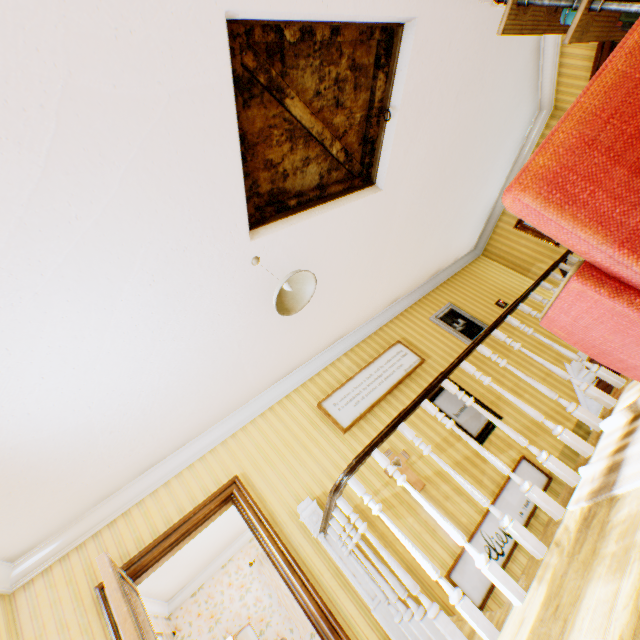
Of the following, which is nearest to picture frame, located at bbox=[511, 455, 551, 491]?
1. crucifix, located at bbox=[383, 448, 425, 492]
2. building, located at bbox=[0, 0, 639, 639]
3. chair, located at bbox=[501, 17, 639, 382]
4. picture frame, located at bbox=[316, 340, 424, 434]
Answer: building, located at bbox=[0, 0, 639, 639]

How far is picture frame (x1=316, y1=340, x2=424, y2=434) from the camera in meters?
4.7 m

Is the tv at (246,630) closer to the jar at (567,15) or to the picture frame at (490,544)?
the picture frame at (490,544)

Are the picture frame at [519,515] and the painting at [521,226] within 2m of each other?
no

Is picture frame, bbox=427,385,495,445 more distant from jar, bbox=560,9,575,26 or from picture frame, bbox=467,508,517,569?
jar, bbox=560,9,575,26

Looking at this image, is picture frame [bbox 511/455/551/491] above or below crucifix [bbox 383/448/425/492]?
below

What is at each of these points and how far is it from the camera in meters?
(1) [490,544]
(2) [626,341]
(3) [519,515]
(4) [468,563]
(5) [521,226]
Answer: (1) picture frame, 3.8 m
(2) chair, 1.2 m
(3) picture frame, 4.0 m
(4) picture frame, 3.6 m
(5) painting, 7.1 m

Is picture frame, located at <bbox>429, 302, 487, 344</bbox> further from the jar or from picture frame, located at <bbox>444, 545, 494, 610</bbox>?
the jar
